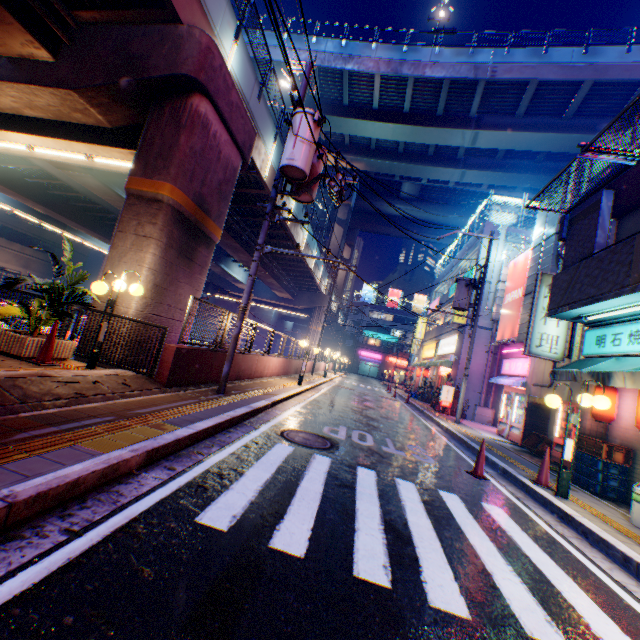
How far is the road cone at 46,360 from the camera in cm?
591

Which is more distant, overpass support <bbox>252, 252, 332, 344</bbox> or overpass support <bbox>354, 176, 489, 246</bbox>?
overpass support <bbox>354, 176, 489, 246</bbox>

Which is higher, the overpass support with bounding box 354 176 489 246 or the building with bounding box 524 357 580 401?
the overpass support with bounding box 354 176 489 246

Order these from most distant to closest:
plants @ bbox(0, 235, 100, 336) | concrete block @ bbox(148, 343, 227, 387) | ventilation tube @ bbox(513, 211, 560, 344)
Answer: ventilation tube @ bbox(513, 211, 560, 344) → concrete block @ bbox(148, 343, 227, 387) → plants @ bbox(0, 235, 100, 336)

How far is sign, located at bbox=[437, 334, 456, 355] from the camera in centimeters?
2258cm

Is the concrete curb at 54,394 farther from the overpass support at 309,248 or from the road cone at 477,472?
the road cone at 477,472

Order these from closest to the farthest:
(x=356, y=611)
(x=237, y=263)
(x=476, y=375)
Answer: (x=356, y=611) → (x=476, y=375) → (x=237, y=263)

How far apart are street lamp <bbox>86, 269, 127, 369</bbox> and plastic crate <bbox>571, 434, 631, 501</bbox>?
Result: 11.2m
